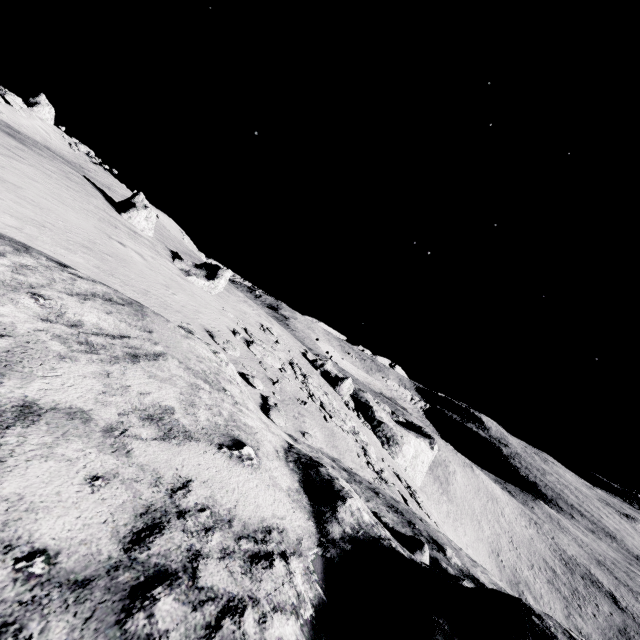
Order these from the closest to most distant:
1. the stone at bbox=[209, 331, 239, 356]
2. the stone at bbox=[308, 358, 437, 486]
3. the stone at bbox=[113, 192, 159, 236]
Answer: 1. the stone at bbox=[209, 331, 239, 356]
2. the stone at bbox=[113, 192, 159, 236]
3. the stone at bbox=[308, 358, 437, 486]

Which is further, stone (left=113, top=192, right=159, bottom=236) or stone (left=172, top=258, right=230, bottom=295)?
stone (left=172, top=258, right=230, bottom=295)

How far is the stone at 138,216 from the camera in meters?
22.4 m

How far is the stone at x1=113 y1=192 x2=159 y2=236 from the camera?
22.45m

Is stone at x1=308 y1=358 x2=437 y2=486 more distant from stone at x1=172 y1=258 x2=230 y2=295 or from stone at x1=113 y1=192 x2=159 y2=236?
stone at x1=113 y1=192 x2=159 y2=236

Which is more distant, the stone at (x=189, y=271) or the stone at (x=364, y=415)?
the stone at (x=364, y=415)

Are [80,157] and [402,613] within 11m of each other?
no

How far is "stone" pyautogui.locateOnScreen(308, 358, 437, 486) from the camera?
39.56m
